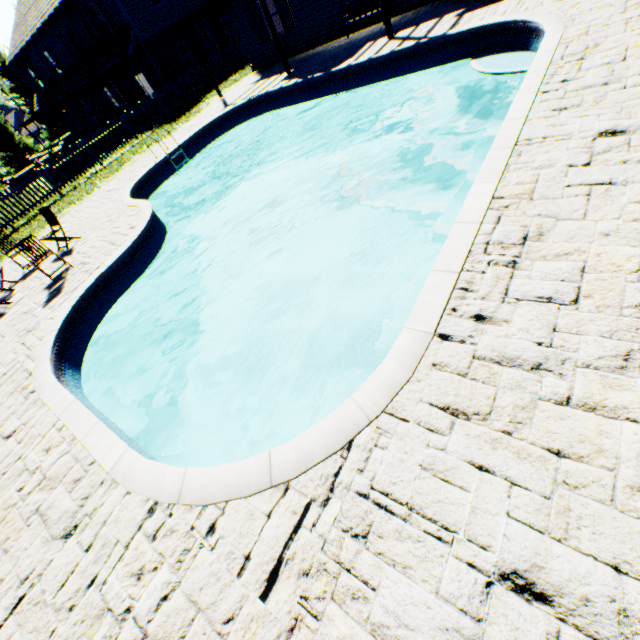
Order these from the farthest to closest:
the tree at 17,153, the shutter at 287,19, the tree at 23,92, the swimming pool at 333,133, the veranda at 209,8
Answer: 1. the tree at 17,153
2. the tree at 23,92
3. the shutter at 287,19
4. the veranda at 209,8
5. the swimming pool at 333,133

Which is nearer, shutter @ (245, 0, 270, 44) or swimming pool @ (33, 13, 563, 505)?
swimming pool @ (33, 13, 563, 505)

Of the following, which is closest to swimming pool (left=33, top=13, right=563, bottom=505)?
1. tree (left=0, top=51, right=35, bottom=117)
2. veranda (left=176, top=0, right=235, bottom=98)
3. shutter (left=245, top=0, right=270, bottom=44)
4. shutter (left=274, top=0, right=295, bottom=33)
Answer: veranda (left=176, top=0, right=235, bottom=98)

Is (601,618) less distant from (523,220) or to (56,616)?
(523,220)

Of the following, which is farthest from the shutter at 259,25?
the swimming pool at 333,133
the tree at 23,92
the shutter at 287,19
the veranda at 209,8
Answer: the tree at 23,92

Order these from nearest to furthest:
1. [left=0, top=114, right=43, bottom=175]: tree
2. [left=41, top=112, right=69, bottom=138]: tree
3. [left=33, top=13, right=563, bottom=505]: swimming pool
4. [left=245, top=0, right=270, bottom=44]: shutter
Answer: [left=33, top=13, right=563, bottom=505]: swimming pool
[left=245, top=0, right=270, bottom=44]: shutter
[left=0, top=114, right=43, bottom=175]: tree
[left=41, top=112, right=69, bottom=138]: tree
